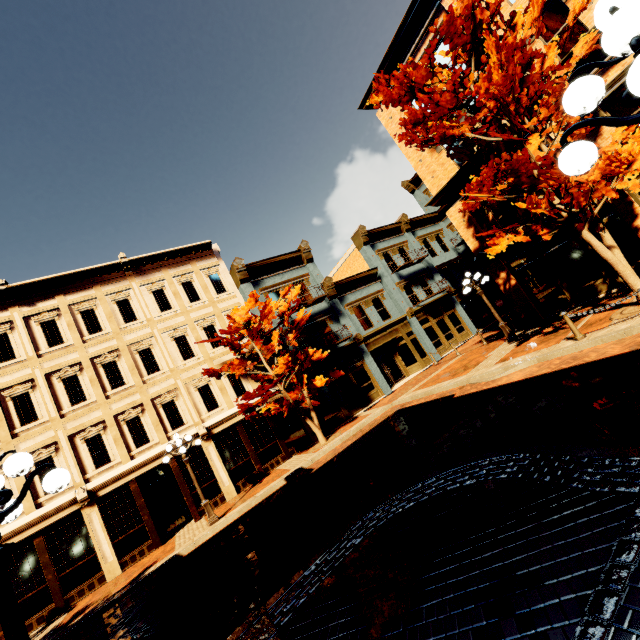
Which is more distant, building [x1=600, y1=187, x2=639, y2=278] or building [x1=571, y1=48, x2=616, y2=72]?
building [x1=600, y1=187, x2=639, y2=278]

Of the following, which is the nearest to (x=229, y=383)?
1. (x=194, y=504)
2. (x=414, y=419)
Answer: (x=194, y=504)

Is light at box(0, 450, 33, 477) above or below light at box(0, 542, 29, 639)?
above

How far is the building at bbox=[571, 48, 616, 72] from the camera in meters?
10.6 m

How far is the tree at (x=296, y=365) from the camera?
14.7 meters

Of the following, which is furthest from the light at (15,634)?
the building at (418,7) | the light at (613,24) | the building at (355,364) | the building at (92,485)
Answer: the building at (355,364)

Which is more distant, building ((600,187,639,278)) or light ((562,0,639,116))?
building ((600,187,639,278))

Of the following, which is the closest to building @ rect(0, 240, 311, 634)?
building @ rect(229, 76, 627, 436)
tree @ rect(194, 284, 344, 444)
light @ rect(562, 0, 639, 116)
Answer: building @ rect(229, 76, 627, 436)
